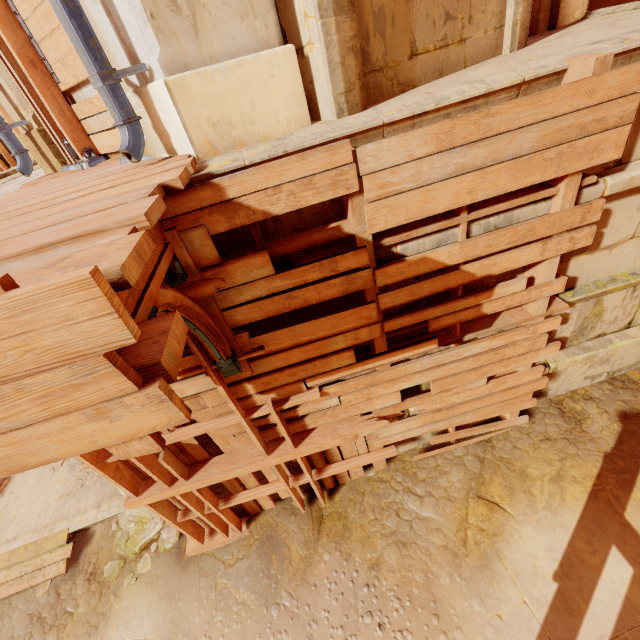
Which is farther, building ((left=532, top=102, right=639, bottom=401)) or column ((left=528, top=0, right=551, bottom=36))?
column ((left=528, top=0, right=551, bottom=36))

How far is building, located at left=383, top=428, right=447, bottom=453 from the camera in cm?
464

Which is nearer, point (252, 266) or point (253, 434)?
point (252, 266)

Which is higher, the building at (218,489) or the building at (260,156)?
the building at (260,156)

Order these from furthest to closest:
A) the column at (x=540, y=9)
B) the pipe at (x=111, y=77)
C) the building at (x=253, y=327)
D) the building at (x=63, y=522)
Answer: the building at (x=63, y=522)
the column at (x=540, y=9)
the building at (x=253, y=327)
the pipe at (x=111, y=77)

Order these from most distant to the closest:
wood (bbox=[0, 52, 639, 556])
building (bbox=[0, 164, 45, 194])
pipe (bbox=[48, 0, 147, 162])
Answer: building (bbox=[0, 164, 45, 194]) → pipe (bbox=[48, 0, 147, 162]) → wood (bbox=[0, 52, 639, 556])

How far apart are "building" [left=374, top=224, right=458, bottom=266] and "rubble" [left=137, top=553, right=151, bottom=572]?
5.4m

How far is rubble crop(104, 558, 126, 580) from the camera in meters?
5.2 m
